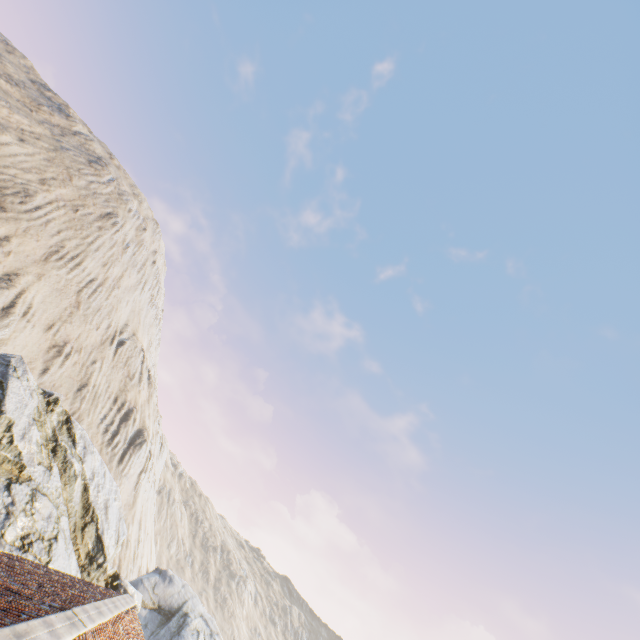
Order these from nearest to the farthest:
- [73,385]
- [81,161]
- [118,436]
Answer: [73,385], [118,436], [81,161]
